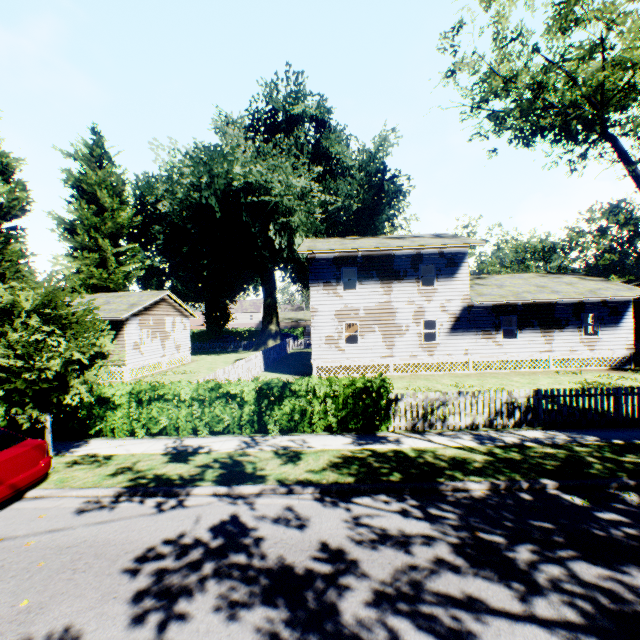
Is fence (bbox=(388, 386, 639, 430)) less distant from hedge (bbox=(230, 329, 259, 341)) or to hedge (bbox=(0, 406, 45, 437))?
hedge (bbox=(0, 406, 45, 437))

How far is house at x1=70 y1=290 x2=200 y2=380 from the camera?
22.34m

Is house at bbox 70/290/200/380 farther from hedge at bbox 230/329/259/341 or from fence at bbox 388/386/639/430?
hedge at bbox 230/329/259/341

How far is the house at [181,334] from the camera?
22.34m

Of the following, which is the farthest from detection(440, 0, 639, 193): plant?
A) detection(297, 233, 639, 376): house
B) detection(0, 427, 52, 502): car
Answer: detection(0, 427, 52, 502): car

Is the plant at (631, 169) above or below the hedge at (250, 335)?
above

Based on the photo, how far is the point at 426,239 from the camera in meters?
22.0

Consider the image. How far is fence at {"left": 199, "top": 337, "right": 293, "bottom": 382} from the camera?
15.2m
